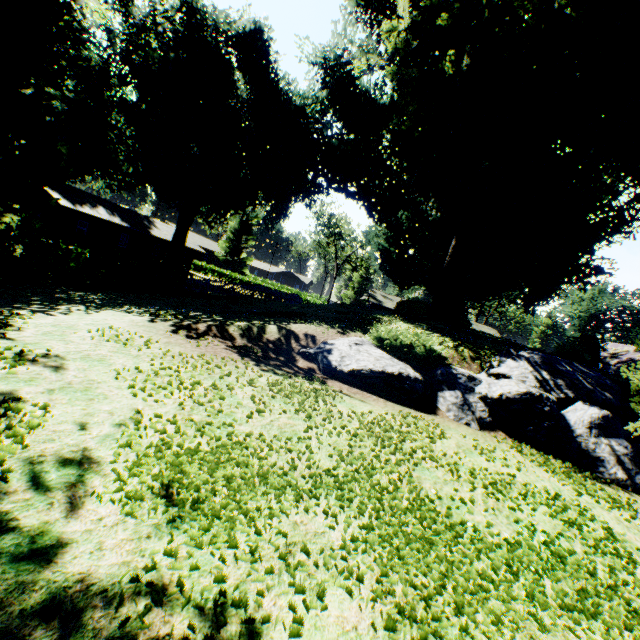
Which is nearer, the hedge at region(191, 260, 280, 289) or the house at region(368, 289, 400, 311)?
the house at region(368, 289, 400, 311)

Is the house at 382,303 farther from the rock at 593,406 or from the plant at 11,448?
the rock at 593,406

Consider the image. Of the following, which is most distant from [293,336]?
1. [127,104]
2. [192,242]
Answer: [192,242]

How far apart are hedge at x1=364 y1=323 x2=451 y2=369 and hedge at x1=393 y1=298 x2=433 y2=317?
8.5m

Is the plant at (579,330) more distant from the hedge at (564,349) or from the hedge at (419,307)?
the hedge at (564,349)

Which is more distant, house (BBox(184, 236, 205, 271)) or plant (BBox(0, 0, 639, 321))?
house (BBox(184, 236, 205, 271))

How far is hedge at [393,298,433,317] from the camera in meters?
20.7

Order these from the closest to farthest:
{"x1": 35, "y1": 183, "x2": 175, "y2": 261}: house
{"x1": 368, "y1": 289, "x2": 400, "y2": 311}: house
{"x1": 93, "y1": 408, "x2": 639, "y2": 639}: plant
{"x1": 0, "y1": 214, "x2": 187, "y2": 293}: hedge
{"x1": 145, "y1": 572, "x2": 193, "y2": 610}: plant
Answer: {"x1": 145, "y1": 572, "x2": 193, "y2": 610}: plant → {"x1": 93, "y1": 408, "x2": 639, "y2": 639}: plant → {"x1": 0, "y1": 214, "x2": 187, "y2": 293}: hedge → {"x1": 35, "y1": 183, "x2": 175, "y2": 261}: house → {"x1": 368, "y1": 289, "x2": 400, "y2": 311}: house
